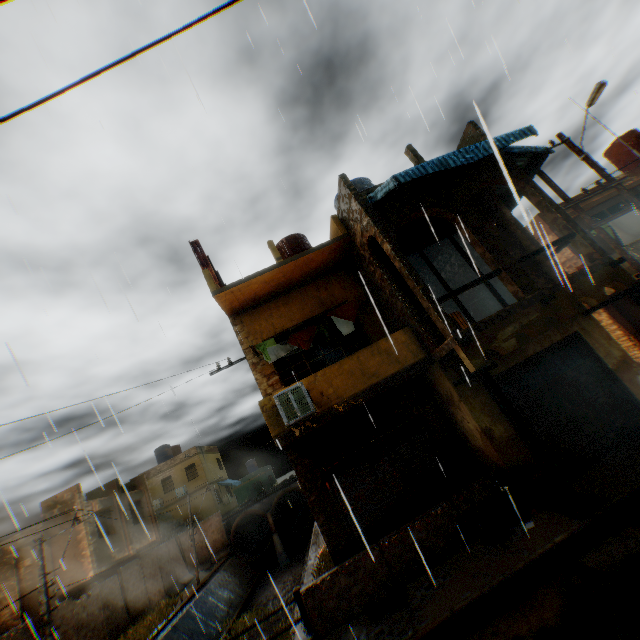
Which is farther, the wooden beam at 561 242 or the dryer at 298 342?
the dryer at 298 342

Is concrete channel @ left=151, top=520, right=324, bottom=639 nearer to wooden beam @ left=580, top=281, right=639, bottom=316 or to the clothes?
wooden beam @ left=580, top=281, right=639, bottom=316

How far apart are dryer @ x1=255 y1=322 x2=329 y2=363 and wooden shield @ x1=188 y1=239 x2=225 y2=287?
2.2 meters

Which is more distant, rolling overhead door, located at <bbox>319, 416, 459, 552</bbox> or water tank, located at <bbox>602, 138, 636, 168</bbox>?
water tank, located at <bbox>602, 138, 636, 168</bbox>

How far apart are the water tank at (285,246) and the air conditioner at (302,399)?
5.7 meters

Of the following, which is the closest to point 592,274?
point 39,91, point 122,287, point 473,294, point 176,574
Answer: point 473,294

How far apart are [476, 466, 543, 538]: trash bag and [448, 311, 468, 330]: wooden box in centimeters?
336cm

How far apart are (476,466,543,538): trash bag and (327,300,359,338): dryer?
4.4 meters
